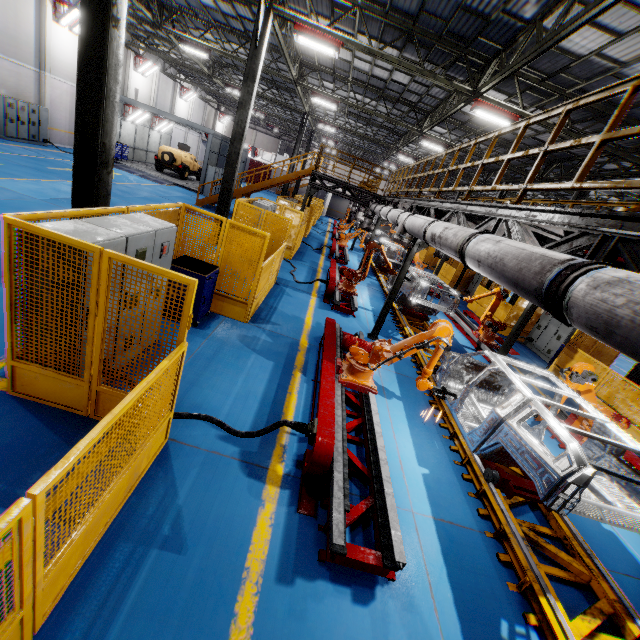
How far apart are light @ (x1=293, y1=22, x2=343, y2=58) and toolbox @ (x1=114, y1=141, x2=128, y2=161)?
18.90m

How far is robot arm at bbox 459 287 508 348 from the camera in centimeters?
1170cm

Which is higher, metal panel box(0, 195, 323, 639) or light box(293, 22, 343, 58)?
light box(293, 22, 343, 58)

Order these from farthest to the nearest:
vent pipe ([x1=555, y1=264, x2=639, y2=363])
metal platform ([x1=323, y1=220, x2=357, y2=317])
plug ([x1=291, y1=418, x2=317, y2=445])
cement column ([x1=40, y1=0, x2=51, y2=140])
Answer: cement column ([x1=40, y1=0, x2=51, y2=140]) < metal platform ([x1=323, y1=220, x2=357, y2=317]) < plug ([x1=291, y1=418, x2=317, y2=445]) < vent pipe ([x1=555, y1=264, x2=639, y2=363])

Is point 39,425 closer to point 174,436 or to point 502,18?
point 174,436

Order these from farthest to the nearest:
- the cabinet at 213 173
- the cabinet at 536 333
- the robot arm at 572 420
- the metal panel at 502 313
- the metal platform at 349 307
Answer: the cabinet at 213 173, the metal panel at 502 313, the cabinet at 536 333, the metal platform at 349 307, the robot arm at 572 420

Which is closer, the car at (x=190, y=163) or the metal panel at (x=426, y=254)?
the car at (x=190, y=163)

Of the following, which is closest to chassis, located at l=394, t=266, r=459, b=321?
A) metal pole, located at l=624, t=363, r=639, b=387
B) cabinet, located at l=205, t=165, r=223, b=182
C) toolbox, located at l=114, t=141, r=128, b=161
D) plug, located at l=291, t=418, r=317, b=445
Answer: plug, located at l=291, t=418, r=317, b=445
